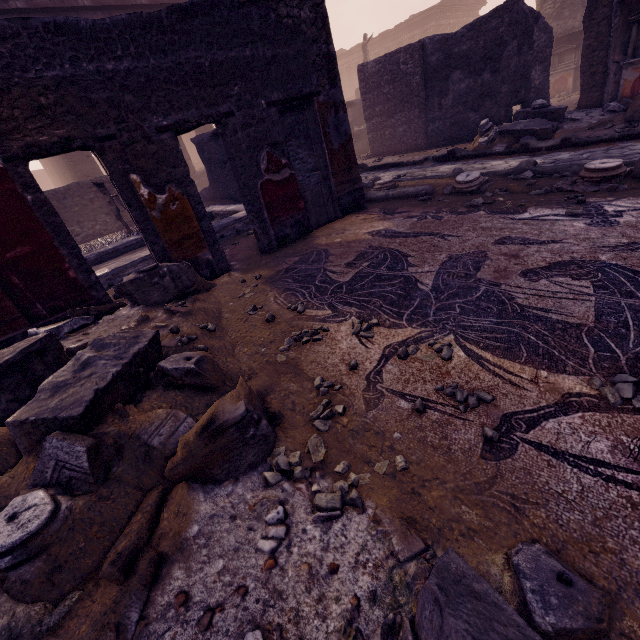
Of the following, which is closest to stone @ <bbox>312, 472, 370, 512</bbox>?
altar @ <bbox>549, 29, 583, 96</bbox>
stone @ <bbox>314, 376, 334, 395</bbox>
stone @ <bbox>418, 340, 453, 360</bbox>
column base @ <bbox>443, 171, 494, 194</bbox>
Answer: stone @ <bbox>314, 376, 334, 395</bbox>

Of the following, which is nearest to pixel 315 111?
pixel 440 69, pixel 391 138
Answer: pixel 440 69

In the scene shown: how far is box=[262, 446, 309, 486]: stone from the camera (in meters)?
1.33

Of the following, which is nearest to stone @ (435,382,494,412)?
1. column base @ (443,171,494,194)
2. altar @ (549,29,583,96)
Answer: column base @ (443,171,494,194)

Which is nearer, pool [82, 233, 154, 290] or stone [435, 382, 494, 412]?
stone [435, 382, 494, 412]

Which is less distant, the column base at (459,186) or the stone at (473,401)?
the stone at (473,401)

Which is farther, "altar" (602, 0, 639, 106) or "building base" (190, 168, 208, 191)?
"building base" (190, 168, 208, 191)

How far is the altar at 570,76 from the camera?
13.46m
